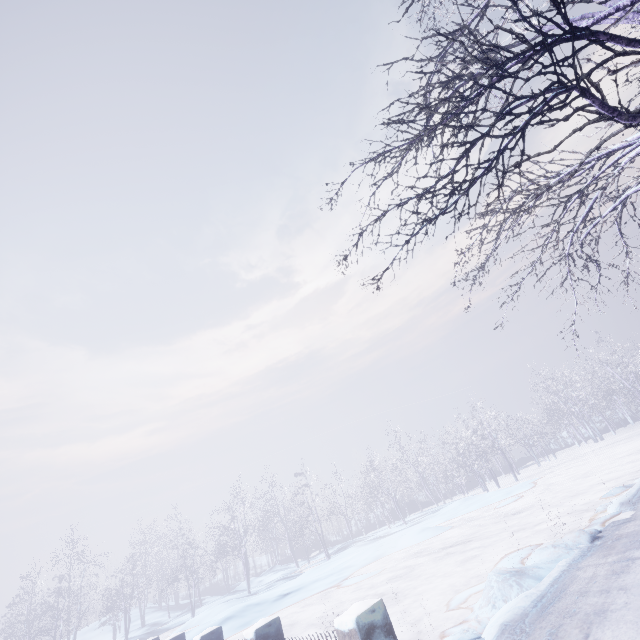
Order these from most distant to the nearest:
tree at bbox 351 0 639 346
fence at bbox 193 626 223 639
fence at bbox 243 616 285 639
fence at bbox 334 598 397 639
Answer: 1. fence at bbox 193 626 223 639
2. fence at bbox 243 616 285 639
3. fence at bbox 334 598 397 639
4. tree at bbox 351 0 639 346

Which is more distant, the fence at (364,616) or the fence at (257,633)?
the fence at (257,633)

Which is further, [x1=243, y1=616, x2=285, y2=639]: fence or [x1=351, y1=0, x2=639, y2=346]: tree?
[x1=243, y1=616, x2=285, y2=639]: fence

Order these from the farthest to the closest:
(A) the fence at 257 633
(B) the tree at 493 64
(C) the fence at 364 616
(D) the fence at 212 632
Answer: (D) the fence at 212 632 < (A) the fence at 257 633 < (C) the fence at 364 616 < (B) the tree at 493 64

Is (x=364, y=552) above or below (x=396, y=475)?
below

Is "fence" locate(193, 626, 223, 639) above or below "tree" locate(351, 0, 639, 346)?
below
